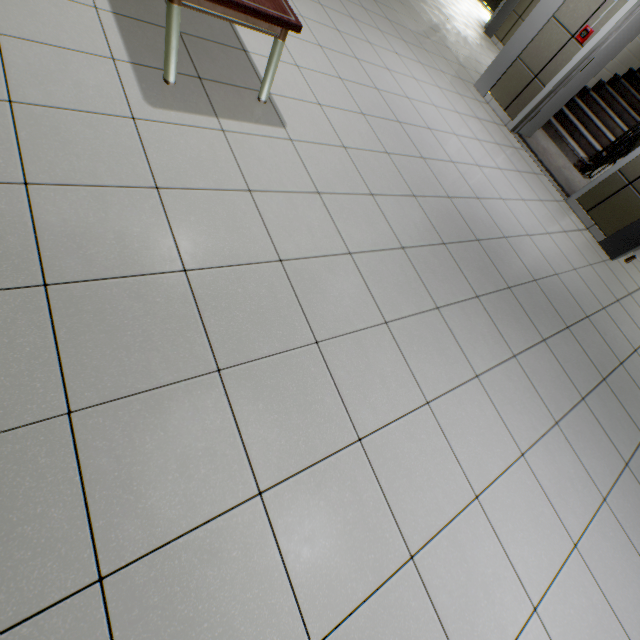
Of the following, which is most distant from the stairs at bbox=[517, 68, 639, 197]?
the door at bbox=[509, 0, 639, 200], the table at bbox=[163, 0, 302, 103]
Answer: the table at bbox=[163, 0, 302, 103]

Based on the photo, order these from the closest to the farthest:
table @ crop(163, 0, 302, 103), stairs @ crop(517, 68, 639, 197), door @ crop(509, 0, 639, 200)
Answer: table @ crop(163, 0, 302, 103) → door @ crop(509, 0, 639, 200) → stairs @ crop(517, 68, 639, 197)

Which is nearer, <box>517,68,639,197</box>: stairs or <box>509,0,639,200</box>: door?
<box>509,0,639,200</box>: door

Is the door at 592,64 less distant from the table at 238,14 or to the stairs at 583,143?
the stairs at 583,143

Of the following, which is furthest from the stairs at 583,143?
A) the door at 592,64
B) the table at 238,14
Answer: the table at 238,14

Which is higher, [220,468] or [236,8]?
[236,8]

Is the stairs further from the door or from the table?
the table
